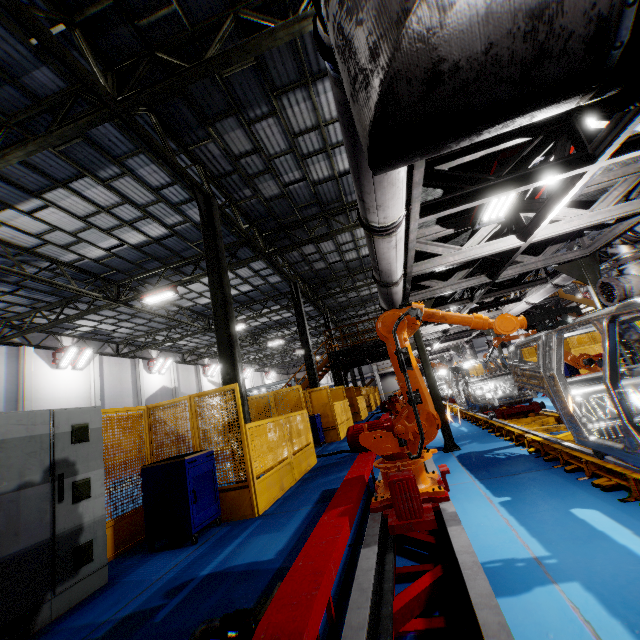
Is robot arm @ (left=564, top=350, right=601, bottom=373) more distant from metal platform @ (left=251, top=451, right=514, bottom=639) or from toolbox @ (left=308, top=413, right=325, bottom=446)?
toolbox @ (left=308, top=413, right=325, bottom=446)

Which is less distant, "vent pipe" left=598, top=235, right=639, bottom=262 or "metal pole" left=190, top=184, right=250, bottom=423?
"vent pipe" left=598, top=235, right=639, bottom=262

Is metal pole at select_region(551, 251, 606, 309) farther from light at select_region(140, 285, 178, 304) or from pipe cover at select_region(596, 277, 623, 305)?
light at select_region(140, 285, 178, 304)

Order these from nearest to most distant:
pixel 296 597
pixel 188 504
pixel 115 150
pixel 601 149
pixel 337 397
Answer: pixel 296 597, pixel 601 149, pixel 188 504, pixel 115 150, pixel 337 397

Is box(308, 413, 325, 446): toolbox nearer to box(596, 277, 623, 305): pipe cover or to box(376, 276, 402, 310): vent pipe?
box(376, 276, 402, 310): vent pipe

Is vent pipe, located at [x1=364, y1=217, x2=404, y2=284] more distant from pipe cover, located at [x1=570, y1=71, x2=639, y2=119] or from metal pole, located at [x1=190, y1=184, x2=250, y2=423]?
metal pole, located at [x1=190, y1=184, x2=250, y2=423]

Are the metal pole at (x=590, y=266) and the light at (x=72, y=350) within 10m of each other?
no

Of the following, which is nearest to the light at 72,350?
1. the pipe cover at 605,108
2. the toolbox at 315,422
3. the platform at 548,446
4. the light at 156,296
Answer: the light at 156,296
